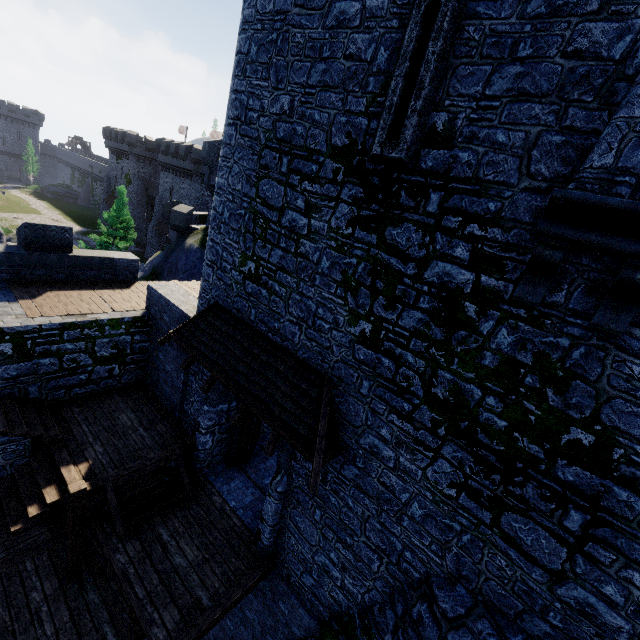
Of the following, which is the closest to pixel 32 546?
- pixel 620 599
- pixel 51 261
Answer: pixel 51 261

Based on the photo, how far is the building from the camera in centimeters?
4172cm

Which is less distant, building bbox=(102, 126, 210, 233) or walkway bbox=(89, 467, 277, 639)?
walkway bbox=(89, 467, 277, 639)

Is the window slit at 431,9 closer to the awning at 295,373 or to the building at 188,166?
the awning at 295,373

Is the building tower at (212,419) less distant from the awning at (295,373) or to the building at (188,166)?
the awning at (295,373)

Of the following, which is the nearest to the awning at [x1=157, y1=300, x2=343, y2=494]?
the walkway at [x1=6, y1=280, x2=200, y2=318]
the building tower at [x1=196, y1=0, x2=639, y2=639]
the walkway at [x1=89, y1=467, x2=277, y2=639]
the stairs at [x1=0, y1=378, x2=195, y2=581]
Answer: the building tower at [x1=196, y1=0, x2=639, y2=639]

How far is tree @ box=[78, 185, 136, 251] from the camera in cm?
2889

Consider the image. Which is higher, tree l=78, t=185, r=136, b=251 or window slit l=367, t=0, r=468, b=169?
window slit l=367, t=0, r=468, b=169
